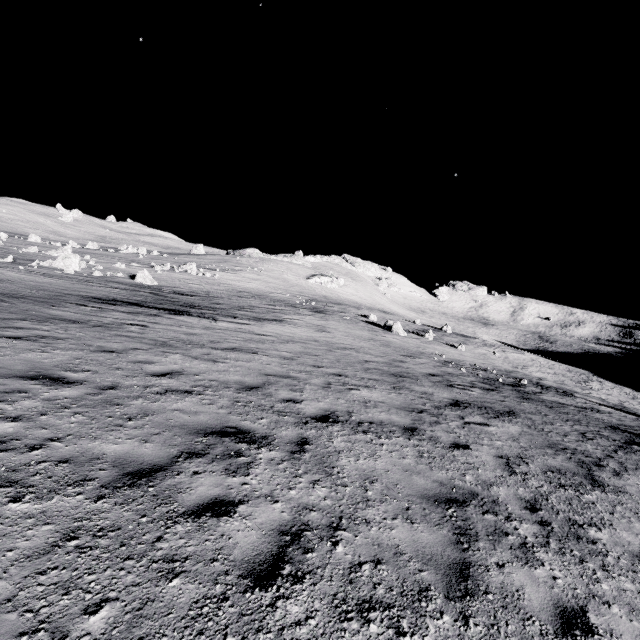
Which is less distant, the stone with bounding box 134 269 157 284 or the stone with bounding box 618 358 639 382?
the stone with bounding box 134 269 157 284

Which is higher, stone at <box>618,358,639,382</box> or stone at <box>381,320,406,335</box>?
stone at <box>618,358,639,382</box>

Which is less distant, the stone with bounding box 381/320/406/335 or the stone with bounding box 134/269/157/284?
the stone with bounding box 134/269/157/284

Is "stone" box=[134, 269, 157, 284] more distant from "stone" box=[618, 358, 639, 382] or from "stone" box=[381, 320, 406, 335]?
"stone" box=[618, 358, 639, 382]

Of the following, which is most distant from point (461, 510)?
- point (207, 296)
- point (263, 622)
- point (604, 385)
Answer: point (604, 385)

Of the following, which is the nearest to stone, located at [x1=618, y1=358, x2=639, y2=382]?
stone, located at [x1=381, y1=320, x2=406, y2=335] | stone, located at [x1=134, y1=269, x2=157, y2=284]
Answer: stone, located at [x1=381, y1=320, x2=406, y2=335]

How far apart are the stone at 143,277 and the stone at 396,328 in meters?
21.9

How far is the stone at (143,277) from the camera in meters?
27.6
